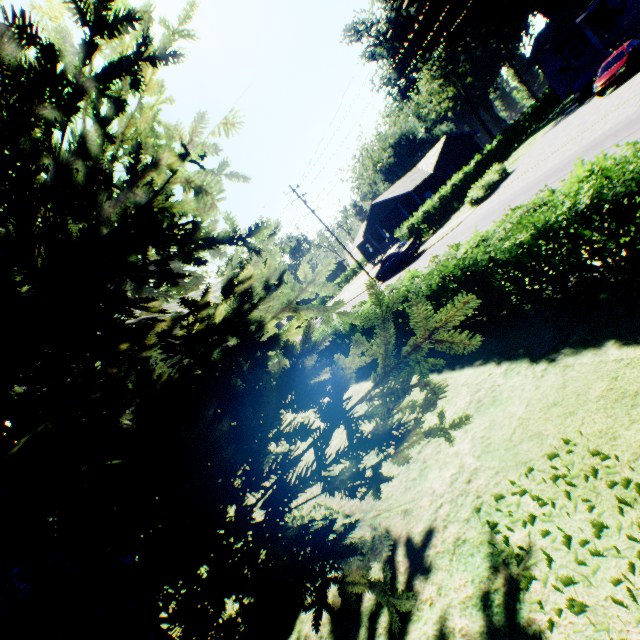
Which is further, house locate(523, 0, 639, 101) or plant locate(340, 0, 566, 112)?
plant locate(340, 0, 566, 112)

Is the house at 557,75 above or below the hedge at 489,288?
above

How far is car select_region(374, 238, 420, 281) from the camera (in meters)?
24.02

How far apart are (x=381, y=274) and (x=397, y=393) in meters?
25.2 m

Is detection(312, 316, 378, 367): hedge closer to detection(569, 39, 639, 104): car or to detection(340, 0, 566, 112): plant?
detection(340, 0, 566, 112): plant

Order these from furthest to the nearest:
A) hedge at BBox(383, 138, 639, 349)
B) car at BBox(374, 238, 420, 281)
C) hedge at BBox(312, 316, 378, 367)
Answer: car at BBox(374, 238, 420, 281)
hedge at BBox(312, 316, 378, 367)
hedge at BBox(383, 138, 639, 349)

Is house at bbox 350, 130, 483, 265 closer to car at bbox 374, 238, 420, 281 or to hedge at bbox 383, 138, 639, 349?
car at bbox 374, 238, 420, 281

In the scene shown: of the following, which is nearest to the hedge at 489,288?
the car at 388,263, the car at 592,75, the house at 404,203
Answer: the car at 388,263
